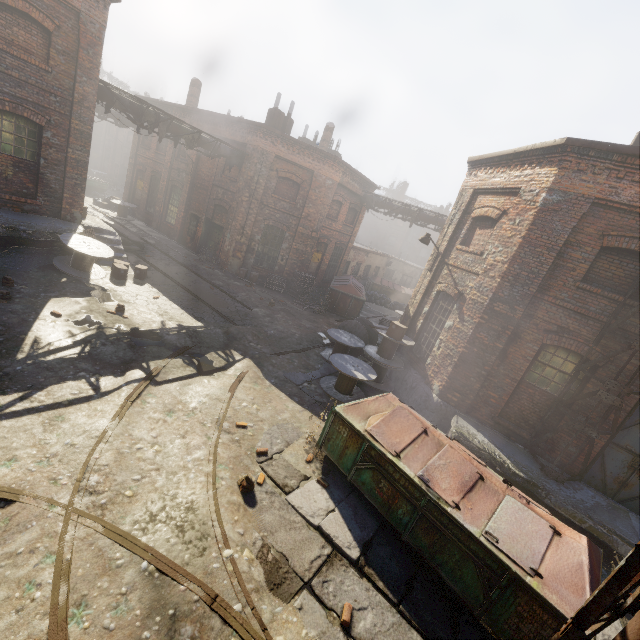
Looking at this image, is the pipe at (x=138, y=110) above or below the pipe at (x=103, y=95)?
above

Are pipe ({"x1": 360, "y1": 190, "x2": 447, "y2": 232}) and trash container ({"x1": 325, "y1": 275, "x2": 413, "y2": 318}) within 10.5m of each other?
yes

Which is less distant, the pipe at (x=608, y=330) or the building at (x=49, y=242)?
the pipe at (x=608, y=330)

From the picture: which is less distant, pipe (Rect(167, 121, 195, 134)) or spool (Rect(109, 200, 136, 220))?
pipe (Rect(167, 121, 195, 134))

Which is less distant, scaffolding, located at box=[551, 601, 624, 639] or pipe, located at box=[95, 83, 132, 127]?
scaffolding, located at box=[551, 601, 624, 639]

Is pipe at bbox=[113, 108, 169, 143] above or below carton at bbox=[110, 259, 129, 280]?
above

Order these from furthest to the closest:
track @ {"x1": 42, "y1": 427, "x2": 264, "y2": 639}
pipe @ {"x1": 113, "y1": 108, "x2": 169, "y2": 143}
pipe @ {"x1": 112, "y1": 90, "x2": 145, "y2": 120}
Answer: pipe @ {"x1": 113, "y1": 108, "x2": 169, "y2": 143}, pipe @ {"x1": 112, "y1": 90, "x2": 145, "y2": 120}, track @ {"x1": 42, "y1": 427, "x2": 264, "y2": 639}

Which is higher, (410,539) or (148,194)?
(148,194)
